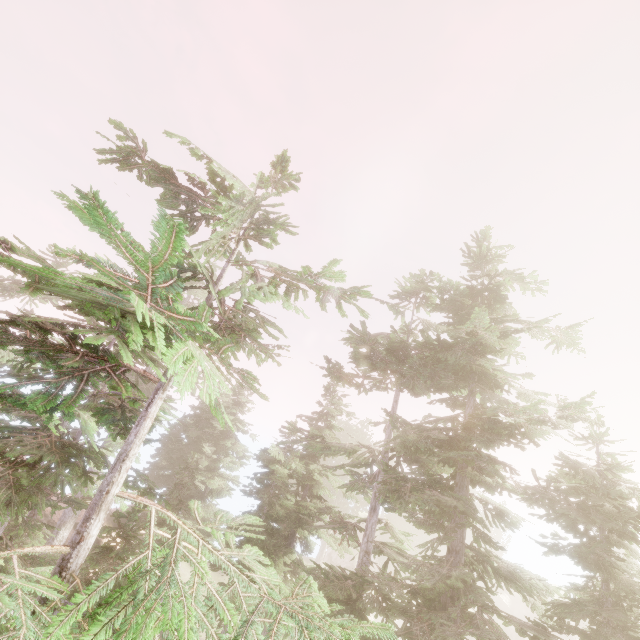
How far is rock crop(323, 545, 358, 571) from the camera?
44.0 meters

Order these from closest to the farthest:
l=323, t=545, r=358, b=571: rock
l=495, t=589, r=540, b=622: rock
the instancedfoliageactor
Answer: the instancedfoliageactor, l=323, t=545, r=358, b=571: rock, l=495, t=589, r=540, b=622: rock

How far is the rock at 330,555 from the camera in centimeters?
4401cm

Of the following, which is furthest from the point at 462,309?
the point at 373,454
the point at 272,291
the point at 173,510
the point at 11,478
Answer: the point at 173,510

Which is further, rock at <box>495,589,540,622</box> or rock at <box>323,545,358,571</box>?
rock at <box>495,589,540,622</box>

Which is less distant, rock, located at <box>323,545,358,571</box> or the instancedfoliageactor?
the instancedfoliageactor

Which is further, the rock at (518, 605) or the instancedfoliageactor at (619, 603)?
the rock at (518, 605)
